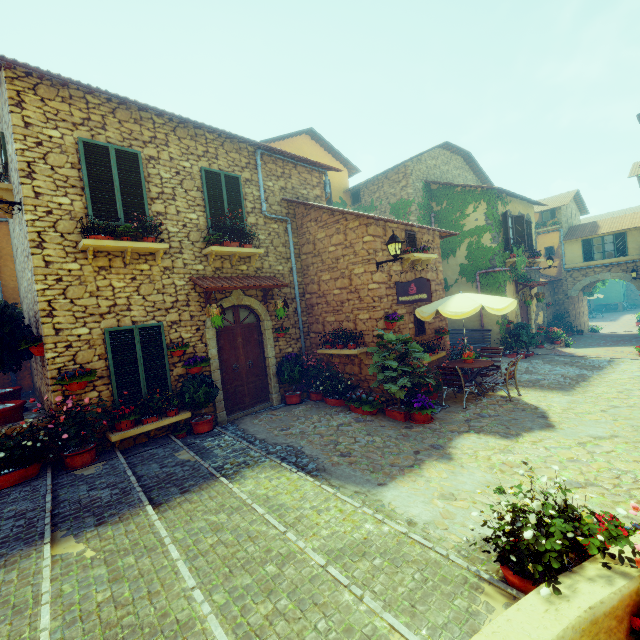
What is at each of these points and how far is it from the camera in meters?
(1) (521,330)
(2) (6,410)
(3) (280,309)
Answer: (1) potted tree, 13.8 m
(2) flower pot, 5.7 m
(3) flower pot, 8.7 m

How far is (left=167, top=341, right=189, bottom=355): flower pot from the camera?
7.2 meters

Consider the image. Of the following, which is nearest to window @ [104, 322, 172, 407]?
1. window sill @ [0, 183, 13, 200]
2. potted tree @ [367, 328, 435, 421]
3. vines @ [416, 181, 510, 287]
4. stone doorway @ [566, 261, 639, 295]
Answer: window sill @ [0, 183, 13, 200]

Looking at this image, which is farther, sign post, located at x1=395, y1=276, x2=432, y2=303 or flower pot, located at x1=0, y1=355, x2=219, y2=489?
sign post, located at x1=395, y1=276, x2=432, y2=303

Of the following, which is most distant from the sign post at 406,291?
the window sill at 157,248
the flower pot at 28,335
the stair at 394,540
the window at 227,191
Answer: the flower pot at 28,335

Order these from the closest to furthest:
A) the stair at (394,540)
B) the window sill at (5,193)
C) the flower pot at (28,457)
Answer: the stair at (394,540) → the flower pot at (28,457) → the window sill at (5,193)

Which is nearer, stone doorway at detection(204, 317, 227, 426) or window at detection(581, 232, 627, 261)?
stone doorway at detection(204, 317, 227, 426)

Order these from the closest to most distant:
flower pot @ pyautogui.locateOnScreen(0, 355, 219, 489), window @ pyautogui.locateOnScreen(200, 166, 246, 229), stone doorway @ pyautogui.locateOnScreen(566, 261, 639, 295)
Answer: flower pot @ pyautogui.locateOnScreen(0, 355, 219, 489)
window @ pyautogui.locateOnScreen(200, 166, 246, 229)
stone doorway @ pyautogui.locateOnScreen(566, 261, 639, 295)
